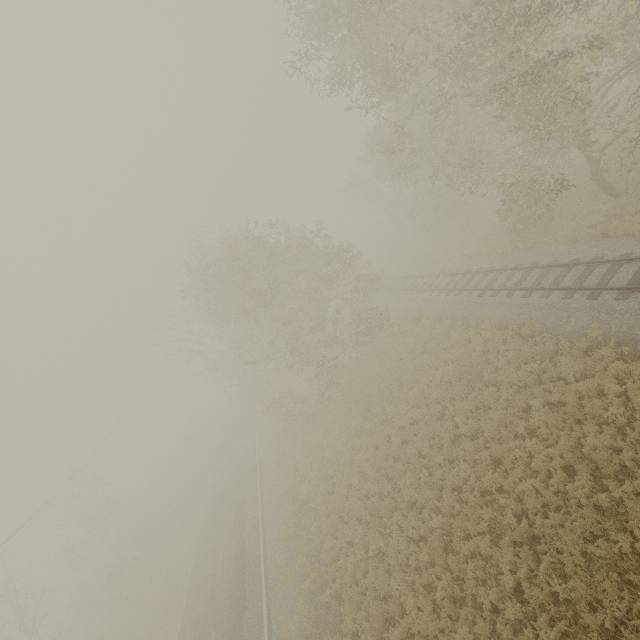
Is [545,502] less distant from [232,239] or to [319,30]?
[319,30]
